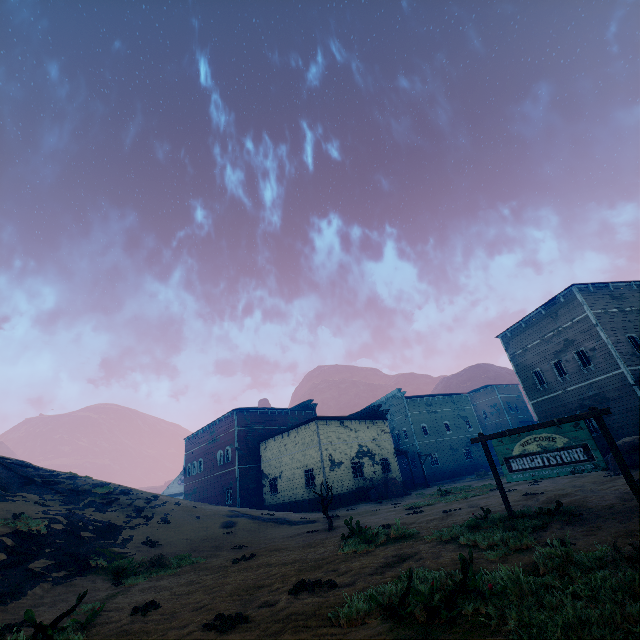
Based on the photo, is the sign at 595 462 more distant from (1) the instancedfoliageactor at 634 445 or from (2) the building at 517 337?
(2) the building at 517 337

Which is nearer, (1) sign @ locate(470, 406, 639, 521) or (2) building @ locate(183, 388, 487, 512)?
(1) sign @ locate(470, 406, 639, 521)

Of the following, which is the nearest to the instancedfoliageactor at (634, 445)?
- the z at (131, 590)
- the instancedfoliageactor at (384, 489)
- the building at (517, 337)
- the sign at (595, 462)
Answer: the z at (131, 590)

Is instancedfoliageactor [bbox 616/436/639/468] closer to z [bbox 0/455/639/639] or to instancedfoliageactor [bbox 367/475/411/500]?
z [bbox 0/455/639/639]

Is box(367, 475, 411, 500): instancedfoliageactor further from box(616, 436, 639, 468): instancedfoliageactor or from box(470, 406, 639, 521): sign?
box(470, 406, 639, 521): sign

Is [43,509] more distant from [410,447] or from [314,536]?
[410,447]

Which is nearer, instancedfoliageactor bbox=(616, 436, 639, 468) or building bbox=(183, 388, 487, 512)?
instancedfoliageactor bbox=(616, 436, 639, 468)

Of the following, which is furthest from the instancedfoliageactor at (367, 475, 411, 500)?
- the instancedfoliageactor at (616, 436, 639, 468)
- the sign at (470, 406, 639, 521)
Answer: the sign at (470, 406, 639, 521)
